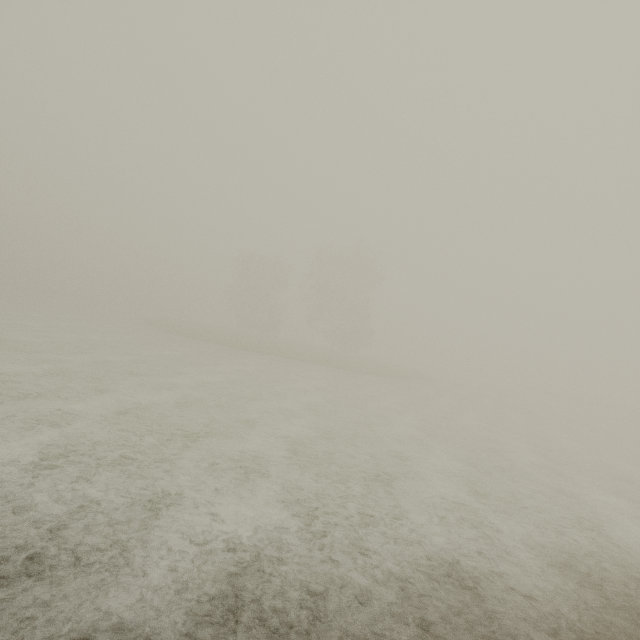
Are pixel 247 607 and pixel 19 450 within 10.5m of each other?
yes
